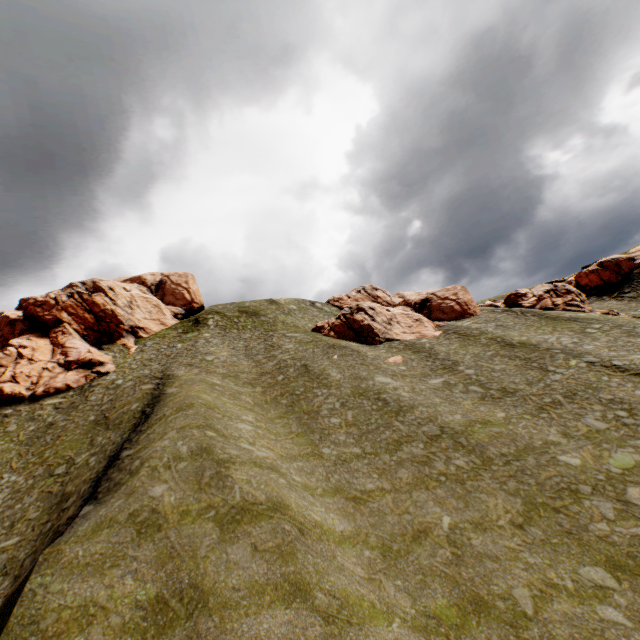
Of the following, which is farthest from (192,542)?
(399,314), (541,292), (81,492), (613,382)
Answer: (541,292)

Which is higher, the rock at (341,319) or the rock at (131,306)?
the rock at (131,306)

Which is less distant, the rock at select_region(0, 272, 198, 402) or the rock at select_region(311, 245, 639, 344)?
the rock at select_region(0, 272, 198, 402)

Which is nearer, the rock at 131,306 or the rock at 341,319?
the rock at 131,306

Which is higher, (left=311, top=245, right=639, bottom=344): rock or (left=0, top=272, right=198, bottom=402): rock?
(left=0, top=272, right=198, bottom=402): rock
